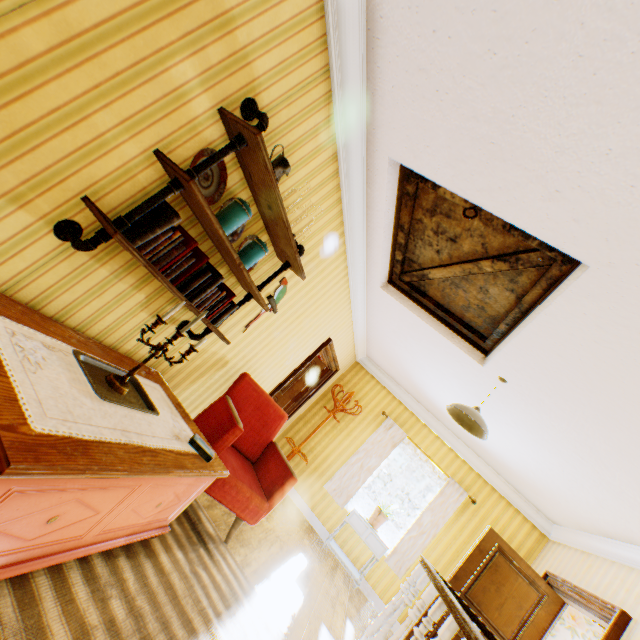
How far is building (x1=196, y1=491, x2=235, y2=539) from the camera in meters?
3.2

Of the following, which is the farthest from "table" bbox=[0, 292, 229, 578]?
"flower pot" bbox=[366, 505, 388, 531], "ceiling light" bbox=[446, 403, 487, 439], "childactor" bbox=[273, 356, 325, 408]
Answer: "flower pot" bbox=[366, 505, 388, 531]

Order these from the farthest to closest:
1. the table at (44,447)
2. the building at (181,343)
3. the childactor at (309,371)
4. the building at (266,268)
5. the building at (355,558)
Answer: the childactor at (309,371), the building at (355,558), the building at (181,343), the building at (266,268), the table at (44,447)

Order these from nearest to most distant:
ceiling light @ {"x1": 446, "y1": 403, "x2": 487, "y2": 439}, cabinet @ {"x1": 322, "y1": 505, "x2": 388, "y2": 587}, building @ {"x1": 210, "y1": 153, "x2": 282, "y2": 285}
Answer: building @ {"x1": 210, "y1": 153, "x2": 282, "y2": 285} < ceiling light @ {"x1": 446, "y1": 403, "x2": 487, "y2": 439} < cabinet @ {"x1": 322, "y1": 505, "x2": 388, "y2": 587}

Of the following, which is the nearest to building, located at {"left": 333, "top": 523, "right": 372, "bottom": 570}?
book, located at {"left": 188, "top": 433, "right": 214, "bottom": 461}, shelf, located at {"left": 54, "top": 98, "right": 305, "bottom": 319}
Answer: shelf, located at {"left": 54, "top": 98, "right": 305, "bottom": 319}

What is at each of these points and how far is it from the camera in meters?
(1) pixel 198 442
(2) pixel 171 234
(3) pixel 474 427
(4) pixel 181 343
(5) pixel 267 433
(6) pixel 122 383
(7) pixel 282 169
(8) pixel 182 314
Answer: (1) book, 2.2
(2) book, 1.8
(3) ceiling light, 3.6
(4) building, 2.8
(5) chair, 3.7
(6) candle holder, 1.9
(7) pitcher, 2.1
(8) building, 2.6

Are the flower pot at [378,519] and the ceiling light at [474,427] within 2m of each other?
no

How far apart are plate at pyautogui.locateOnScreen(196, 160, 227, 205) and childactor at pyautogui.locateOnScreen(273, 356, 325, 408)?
4.7 meters
